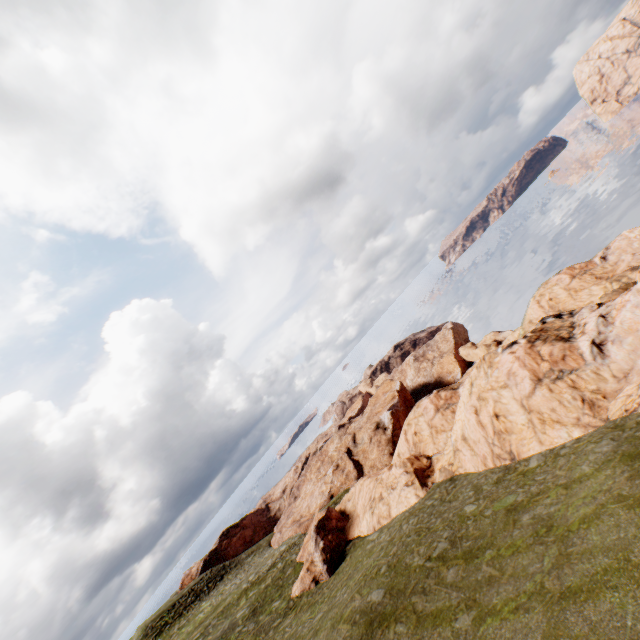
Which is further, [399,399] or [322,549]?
[399,399]
